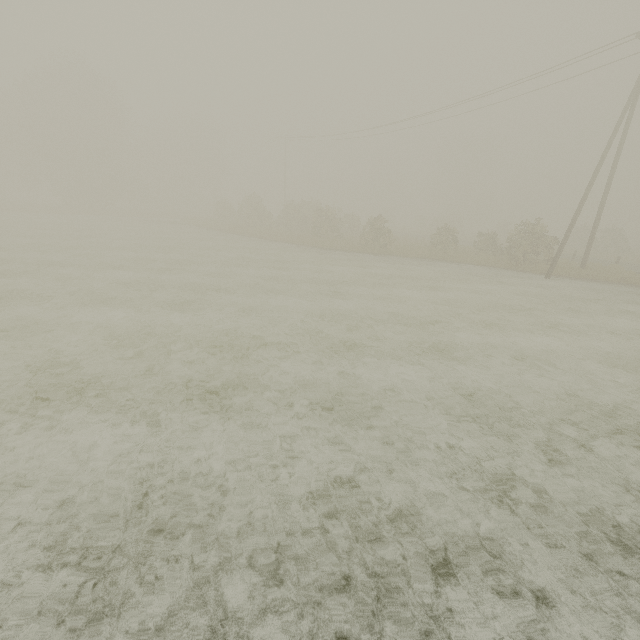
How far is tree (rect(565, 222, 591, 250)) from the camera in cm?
3959

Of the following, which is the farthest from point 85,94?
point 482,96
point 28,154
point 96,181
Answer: point 482,96

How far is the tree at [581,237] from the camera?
39.59m
